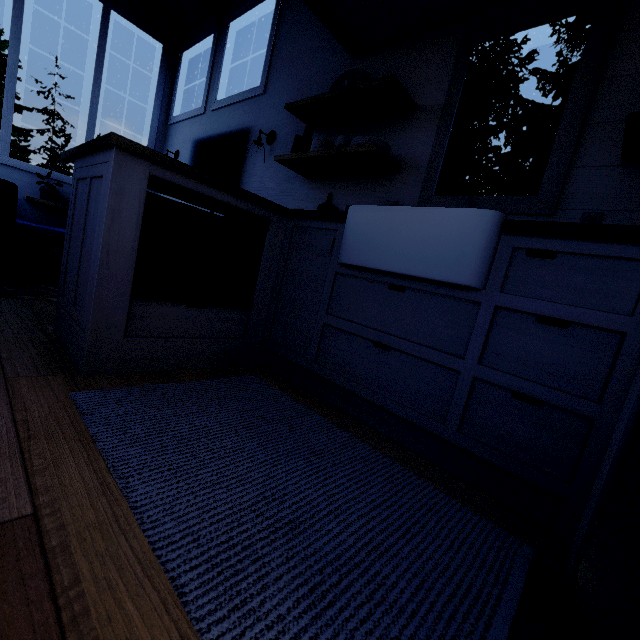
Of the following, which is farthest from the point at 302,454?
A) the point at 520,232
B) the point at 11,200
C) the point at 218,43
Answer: the point at 218,43
